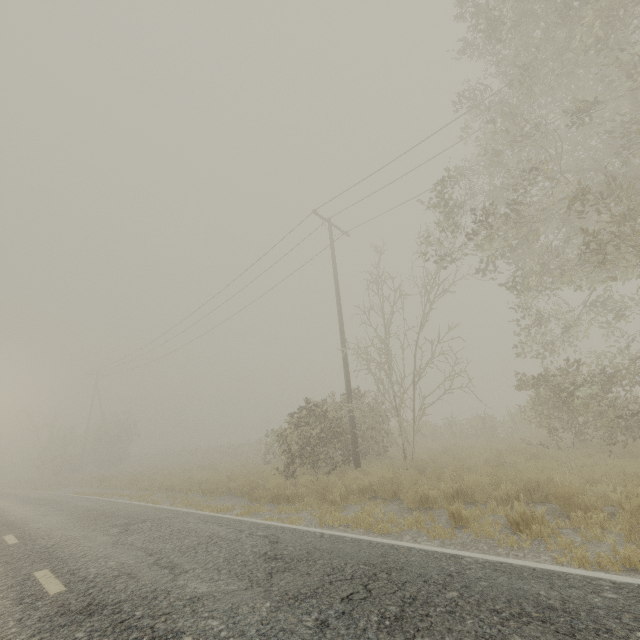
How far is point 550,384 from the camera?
10.32m
